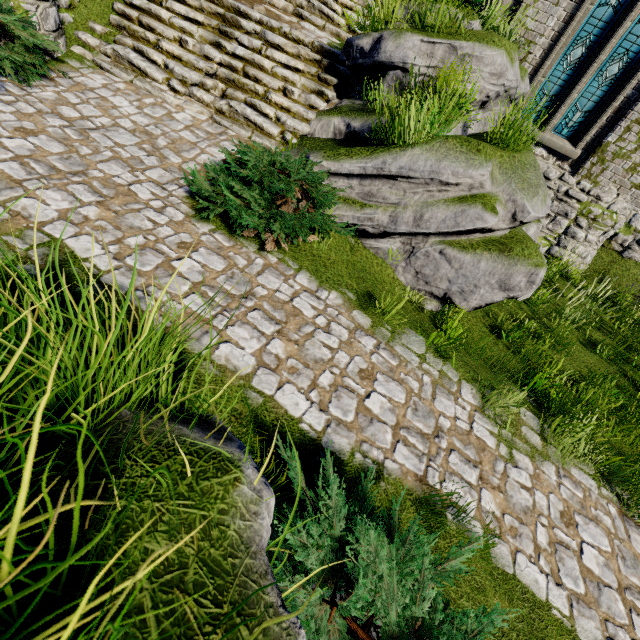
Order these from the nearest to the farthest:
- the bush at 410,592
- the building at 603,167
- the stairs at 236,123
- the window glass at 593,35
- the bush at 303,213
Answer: the bush at 410,592 → the bush at 303,213 → the stairs at 236,123 → the window glass at 593,35 → the building at 603,167

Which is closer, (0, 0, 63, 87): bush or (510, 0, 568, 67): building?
(0, 0, 63, 87): bush

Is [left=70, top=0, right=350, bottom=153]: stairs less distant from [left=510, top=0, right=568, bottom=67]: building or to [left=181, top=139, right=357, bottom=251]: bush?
[left=181, top=139, right=357, bottom=251]: bush

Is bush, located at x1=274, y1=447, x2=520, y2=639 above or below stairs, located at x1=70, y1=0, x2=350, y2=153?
below

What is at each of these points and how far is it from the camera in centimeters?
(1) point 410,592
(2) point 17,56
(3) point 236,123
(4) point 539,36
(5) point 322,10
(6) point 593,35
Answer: (1) bush, 190cm
(2) bush, 477cm
(3) stairs, 624cm
(4) building, 834cm
(5) stairs, 809cm
(6) window glass, 817cm

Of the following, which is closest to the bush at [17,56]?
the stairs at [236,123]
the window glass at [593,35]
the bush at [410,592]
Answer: the stairs at [236,123]

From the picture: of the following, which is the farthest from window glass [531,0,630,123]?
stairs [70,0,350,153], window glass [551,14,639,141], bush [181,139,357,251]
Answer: bush [181,139,357,251]

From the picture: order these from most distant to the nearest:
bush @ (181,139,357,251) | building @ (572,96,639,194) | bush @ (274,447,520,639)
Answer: building @ (572,96,639,194) < bush @ (181,139,357,251) < bush @ (274,447,520,639)
